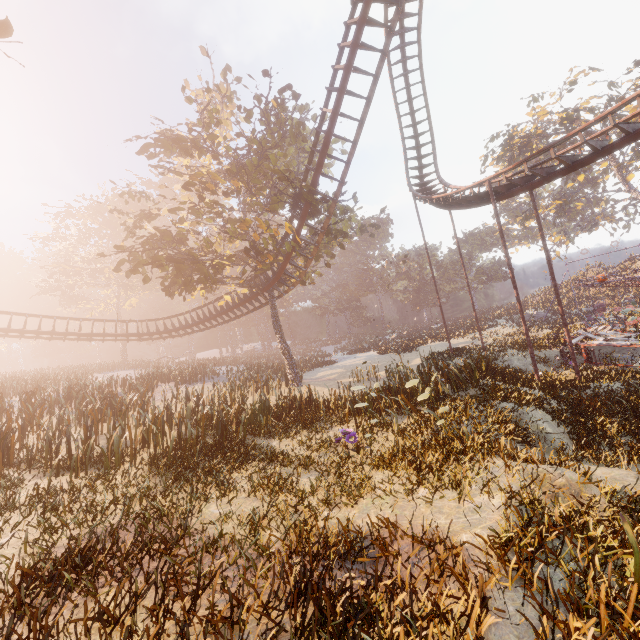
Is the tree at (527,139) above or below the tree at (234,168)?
above

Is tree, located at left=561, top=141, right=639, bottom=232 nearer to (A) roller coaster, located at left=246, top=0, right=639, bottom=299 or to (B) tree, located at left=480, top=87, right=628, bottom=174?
(B) tree, located at left=480, top=87, right=628, bottom=174

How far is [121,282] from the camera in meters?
42.5 m

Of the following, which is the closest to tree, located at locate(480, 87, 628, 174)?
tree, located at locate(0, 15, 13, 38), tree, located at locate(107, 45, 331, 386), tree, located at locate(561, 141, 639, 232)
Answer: tree, located at locate(561, 141, 639, 232)

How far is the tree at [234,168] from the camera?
16.52m

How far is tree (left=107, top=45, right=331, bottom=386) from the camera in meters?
16.5 m

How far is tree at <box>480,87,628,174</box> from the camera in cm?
3357

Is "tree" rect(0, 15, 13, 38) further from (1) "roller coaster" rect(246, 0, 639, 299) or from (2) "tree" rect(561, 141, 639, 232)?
(2) "tree" rect(561, 141, 639, 232)
